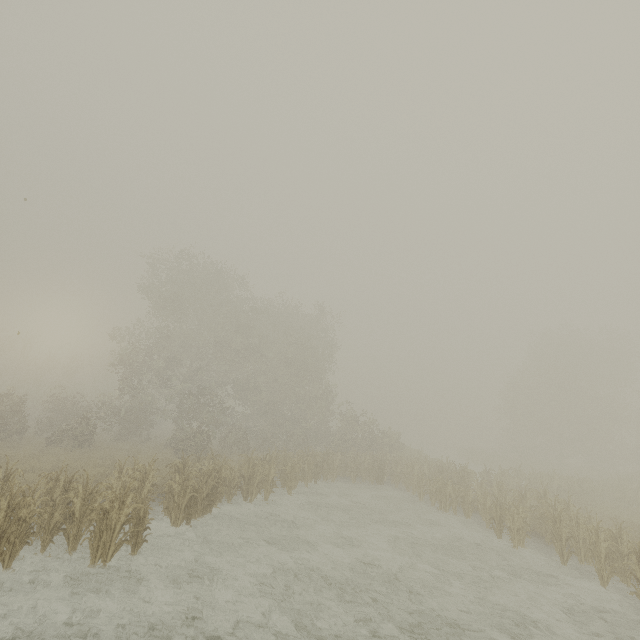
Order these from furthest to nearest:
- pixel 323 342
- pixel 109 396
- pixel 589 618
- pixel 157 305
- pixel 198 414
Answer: pixel 323 342 < pixel 157 305 < pixel 109 396 < pixel 198 414 < pixel 589 618
